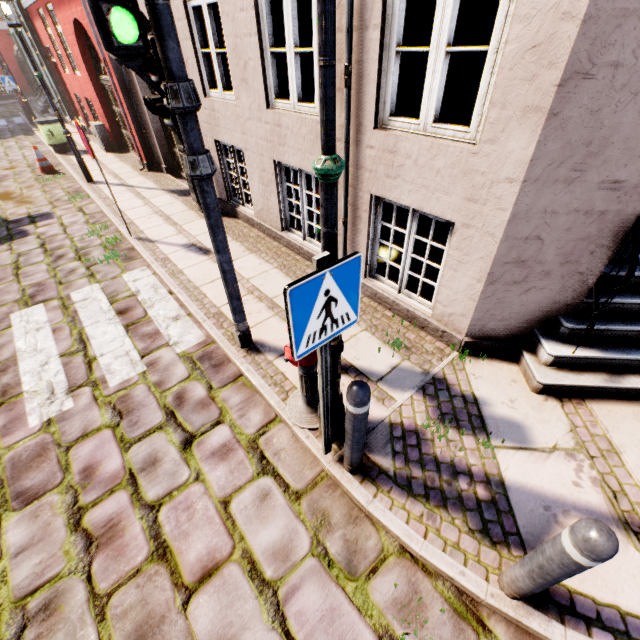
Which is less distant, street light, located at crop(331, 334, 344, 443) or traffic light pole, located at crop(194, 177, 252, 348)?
street light, located at crop(331, 334, 344, 443)

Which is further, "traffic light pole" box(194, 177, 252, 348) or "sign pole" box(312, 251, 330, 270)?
"traffic light pole" box(194, 177, 252, 348)

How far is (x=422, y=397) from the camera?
3.3m

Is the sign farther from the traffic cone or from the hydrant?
the traffic cone

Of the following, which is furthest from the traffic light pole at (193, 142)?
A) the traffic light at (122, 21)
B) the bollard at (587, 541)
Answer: the bollard at (587, 541)

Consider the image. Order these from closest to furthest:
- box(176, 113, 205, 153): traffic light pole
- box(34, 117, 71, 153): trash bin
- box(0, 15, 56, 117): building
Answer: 1. box(176, 113, 205, 153): traffic light pole
2. box(34, 117, 71, 153): trash bin
3. box(0, 15, 56, 117): building

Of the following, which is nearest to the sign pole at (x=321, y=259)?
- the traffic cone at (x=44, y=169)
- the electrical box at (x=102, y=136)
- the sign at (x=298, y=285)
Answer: the sign at (x=298, y=285)

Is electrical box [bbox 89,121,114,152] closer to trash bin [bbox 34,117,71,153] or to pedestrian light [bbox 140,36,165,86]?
trash bin [bbox 34,117,71,153]
